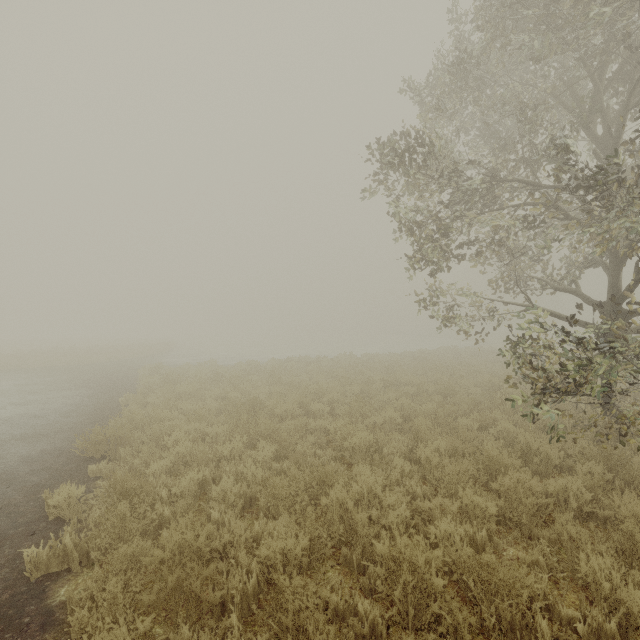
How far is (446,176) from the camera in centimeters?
831cm
